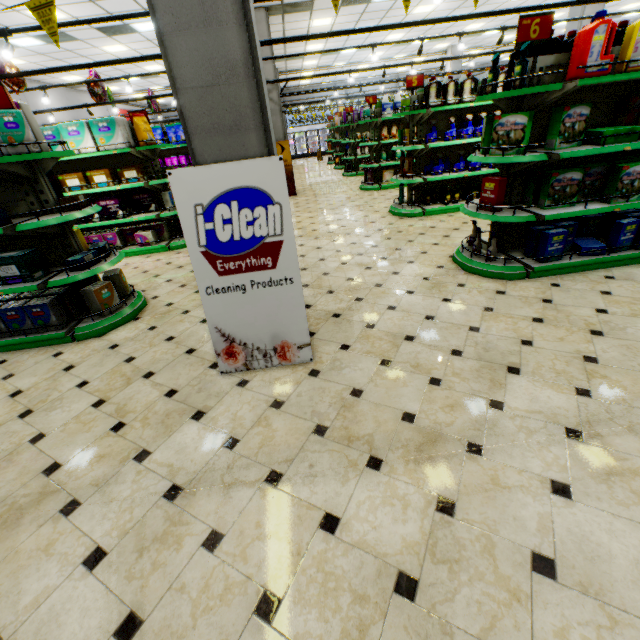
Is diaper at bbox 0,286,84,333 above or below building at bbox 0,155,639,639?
above

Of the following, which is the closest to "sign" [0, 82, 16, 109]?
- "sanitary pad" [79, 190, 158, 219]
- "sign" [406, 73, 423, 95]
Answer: "sanitary pad" [79, 190, 158, 219]

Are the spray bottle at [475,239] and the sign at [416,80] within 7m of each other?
yes

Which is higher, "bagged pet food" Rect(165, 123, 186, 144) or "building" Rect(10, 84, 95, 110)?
"building" Rect(10, 84, 95, 110)

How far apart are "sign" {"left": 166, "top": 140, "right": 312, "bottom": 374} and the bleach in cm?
845

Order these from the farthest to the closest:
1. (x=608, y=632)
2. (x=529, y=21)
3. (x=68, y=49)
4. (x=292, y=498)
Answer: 1. (x=68, y=49)
2. (x=529, y=21)
3. (x=292, y=498)
4. (x=608, y=632)

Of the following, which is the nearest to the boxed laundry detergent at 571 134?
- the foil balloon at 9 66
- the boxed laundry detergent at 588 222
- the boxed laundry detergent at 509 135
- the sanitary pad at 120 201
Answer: the boxed laundry detergent at 509 135

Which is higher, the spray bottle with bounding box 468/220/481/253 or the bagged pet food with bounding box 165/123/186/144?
the bagged pet food with bounding box 165/123/186/144
